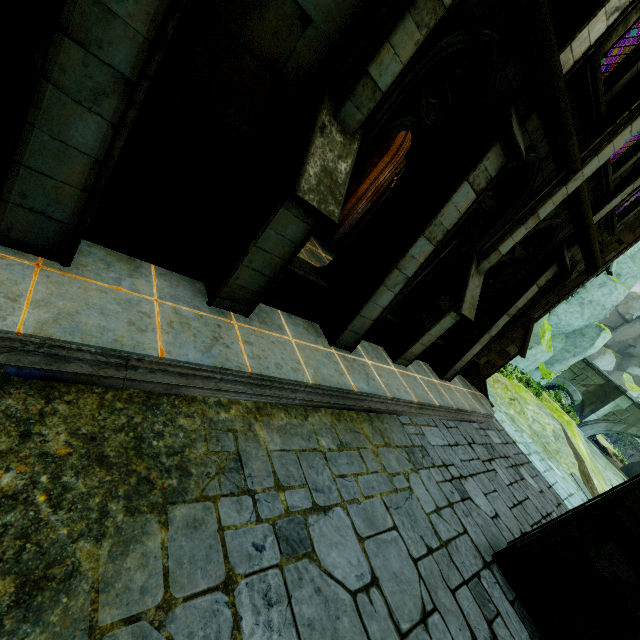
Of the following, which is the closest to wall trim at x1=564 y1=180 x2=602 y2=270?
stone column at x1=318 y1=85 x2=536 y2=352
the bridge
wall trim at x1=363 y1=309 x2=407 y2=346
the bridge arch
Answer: stone column at x1=318 y1=85 x2=536 y2=352

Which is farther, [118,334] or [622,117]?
[622,117]

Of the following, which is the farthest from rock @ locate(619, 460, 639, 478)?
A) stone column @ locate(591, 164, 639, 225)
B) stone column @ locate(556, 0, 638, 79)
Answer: stone column @ locate(556, 0, 638, 79)

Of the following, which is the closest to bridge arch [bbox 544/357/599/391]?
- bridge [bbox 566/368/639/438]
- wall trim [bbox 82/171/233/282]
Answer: bridge [bbox 566/368/639/438]

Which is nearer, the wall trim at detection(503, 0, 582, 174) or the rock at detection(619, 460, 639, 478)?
the wall trim at detection(503, 0, 582, 174)

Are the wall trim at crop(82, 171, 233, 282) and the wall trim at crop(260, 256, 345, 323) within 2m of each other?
yes

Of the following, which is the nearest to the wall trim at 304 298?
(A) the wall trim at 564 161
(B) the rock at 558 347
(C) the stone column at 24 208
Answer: (C) the stone column at 24 208

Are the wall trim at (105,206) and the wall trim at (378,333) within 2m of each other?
no
